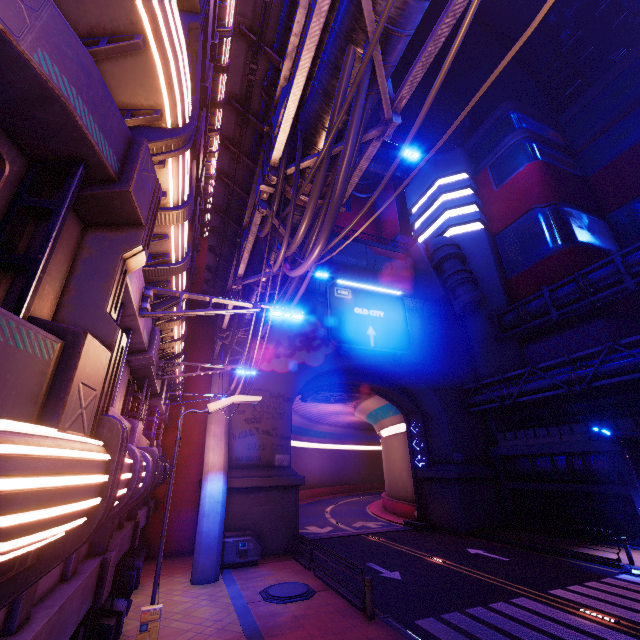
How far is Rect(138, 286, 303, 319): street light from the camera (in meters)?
6.06

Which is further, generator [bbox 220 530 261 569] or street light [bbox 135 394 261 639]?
generator [bbox 220 530 261 569]

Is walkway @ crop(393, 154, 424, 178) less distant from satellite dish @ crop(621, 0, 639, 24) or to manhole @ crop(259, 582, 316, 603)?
satellite dish @ crop(621, 0, 639, 24)

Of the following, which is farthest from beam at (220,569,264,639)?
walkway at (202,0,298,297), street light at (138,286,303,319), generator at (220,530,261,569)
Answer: walkway at (202,0,298,297)

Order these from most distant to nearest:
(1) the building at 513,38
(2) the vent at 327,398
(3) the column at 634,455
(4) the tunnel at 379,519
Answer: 1. (1) the building at 513,38
2. (2) the vent at 327,398
3. (4) the tunnel at 379,519
4. (3) the column at 634,455

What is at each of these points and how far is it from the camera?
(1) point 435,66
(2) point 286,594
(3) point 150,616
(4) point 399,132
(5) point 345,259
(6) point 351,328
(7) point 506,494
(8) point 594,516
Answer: (1) building, 58.7m
(2) manhole, 12.1m
(3) street light, 5.9m
(4) building, 53.5m
(5) walkway, 31.6m
(6) sign, 25.8m
(7) column, 24.5m
(8) vent, 19.7m

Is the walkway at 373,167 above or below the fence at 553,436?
above

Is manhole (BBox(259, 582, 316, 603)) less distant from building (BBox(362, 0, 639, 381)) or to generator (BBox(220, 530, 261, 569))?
generator (BBox(220, 530, 261, 569))
